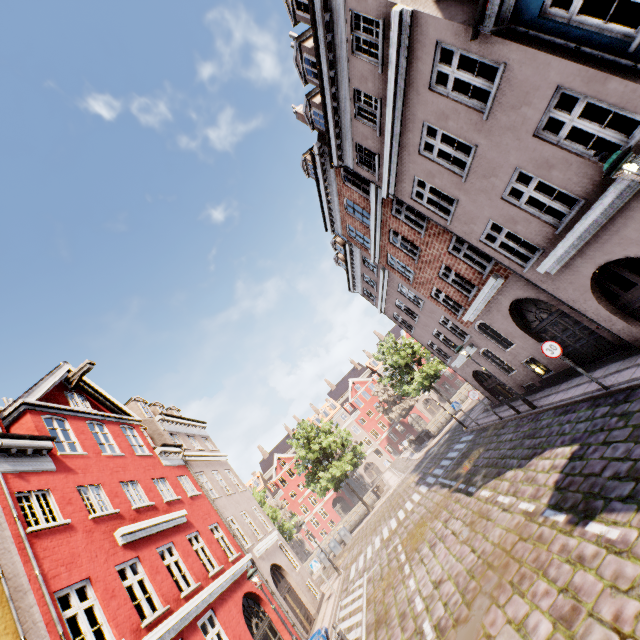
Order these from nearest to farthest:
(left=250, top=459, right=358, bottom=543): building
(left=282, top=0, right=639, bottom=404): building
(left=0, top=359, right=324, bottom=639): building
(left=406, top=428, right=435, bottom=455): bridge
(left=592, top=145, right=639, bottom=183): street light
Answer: (left=592, top=145, right=639, bottom=183): street light, (left=282, top=0, right=639, bottom=404): building, (left=0, top=359, right=324, bottom=639): building, (left=406, top=428, right=435, bottom=455): bridge, (left=250, top=459, right=358, bottom=543): building

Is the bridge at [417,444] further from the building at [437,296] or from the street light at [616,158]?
the street light at [616,158]

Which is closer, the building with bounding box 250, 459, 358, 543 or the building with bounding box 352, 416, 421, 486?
the building with bounding box 250, 459, 358, 543

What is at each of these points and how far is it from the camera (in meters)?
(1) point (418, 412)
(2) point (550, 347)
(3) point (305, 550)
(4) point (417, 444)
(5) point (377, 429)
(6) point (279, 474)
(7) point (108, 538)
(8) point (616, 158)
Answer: (1) building, 59.91
(2) sign, 9.55
(3) building, 53.94
(4) bridge, 38.56
(5) building, 59.75
(6) building, 58.88
(7) building, 9.95
(8) street light, 5.11

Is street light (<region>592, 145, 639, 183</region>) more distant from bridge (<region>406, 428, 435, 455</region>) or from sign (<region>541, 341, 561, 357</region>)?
bridge (<region>406, 428, 435, 455</region>)

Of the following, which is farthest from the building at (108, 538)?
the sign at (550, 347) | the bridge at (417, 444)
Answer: the bridge at (417, 444)

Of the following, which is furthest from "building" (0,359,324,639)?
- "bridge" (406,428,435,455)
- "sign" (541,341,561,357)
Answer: "bridge" (406,428,435,455)
